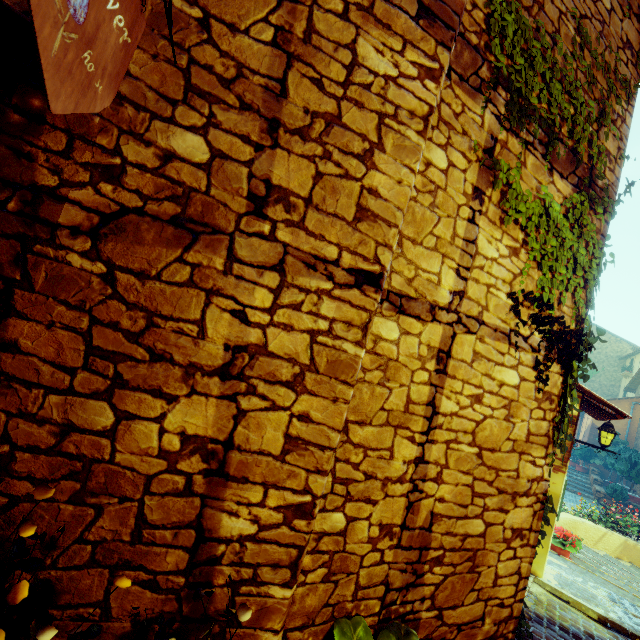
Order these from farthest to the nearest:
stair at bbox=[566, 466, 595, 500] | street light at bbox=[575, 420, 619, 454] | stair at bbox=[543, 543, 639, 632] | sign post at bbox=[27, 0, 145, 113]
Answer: stair at bbox=[566, 466, 595, 500], street light at bbox=[575, 420, 619, 454], stair at bbox=[543, 543, 639, 632], sign post at bbox=[27, 0, 145, 113]

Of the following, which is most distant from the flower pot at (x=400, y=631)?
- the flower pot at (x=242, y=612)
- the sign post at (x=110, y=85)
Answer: the sign post at (x=110, y=85)

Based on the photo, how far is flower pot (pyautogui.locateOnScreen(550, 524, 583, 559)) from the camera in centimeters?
697cm

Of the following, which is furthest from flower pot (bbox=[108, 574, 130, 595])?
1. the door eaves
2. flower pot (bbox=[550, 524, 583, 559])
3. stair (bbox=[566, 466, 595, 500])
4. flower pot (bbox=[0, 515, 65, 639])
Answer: flower pot (bbox=[550, 524, 583, 559])

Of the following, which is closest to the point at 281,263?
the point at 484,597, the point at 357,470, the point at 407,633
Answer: the point at 357,470

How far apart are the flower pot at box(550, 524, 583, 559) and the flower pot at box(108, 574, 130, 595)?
9.11m

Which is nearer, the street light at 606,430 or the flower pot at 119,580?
the flower pot at 119,580

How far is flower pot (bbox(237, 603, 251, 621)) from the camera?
1.3 meters
